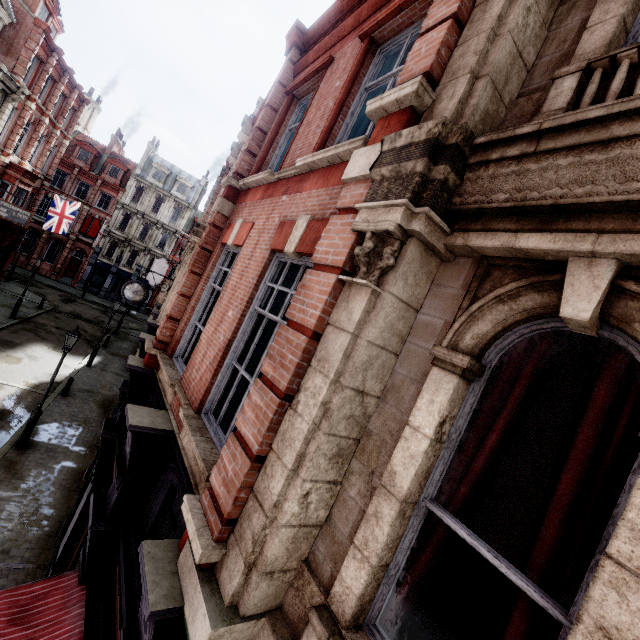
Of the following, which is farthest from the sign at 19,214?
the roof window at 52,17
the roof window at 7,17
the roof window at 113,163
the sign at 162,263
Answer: the roof window at 113,163

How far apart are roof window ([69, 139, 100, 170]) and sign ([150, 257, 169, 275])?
24.5m

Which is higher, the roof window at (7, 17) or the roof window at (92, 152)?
the roof window at (7, 17)

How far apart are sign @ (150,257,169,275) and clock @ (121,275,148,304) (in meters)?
14.78

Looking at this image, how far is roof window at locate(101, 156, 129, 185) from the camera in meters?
41.0 m

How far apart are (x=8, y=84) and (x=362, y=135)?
25.1 meters

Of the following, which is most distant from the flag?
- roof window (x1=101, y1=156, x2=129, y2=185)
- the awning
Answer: the awning

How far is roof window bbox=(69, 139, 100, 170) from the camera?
39.5 meters
